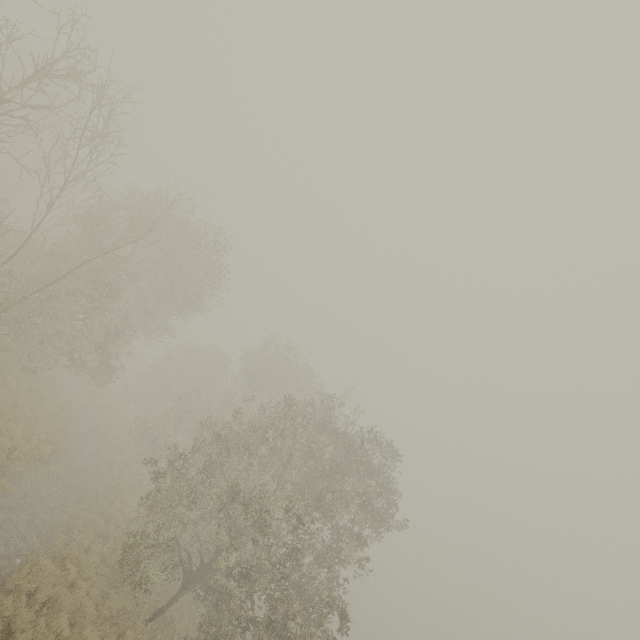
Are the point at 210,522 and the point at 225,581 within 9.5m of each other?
yes
